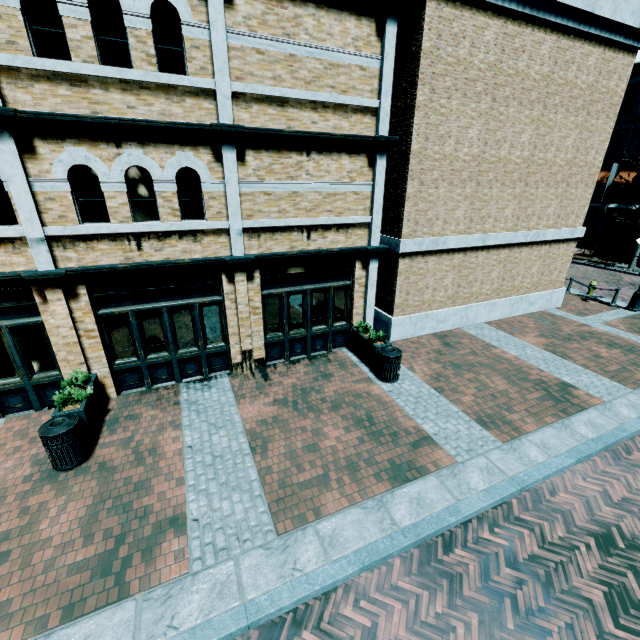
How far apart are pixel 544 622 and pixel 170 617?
4.82m

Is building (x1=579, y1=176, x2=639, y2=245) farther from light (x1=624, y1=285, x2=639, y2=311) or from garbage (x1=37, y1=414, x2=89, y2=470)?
light (x1=624, y1=285, x2=639, y2=311)

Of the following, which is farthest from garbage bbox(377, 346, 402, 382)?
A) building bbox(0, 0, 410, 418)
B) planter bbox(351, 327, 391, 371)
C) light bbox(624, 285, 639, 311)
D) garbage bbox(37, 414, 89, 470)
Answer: light bbox(624, 285, 639, 311)

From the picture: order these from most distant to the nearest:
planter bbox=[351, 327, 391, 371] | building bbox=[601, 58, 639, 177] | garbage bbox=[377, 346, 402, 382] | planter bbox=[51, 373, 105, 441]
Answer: building bbox=[601, 58, 639, 177]
planter bbox=[351, 327, 391, 371]
garbage bbox=[377, 346, 402, 382]
planter bbox=[51, 373, 105, 441]

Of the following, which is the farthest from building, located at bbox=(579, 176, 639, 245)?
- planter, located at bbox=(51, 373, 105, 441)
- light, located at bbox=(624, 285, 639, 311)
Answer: light, located at bbox=(624, 285, 639, 311)

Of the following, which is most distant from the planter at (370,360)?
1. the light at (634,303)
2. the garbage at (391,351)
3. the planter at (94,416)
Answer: the light at (634,303)

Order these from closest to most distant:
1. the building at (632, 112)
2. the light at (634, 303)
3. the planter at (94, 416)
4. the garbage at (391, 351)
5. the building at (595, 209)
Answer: the planter at (94, 416) < the garbage at (391, 351) < the light at (634, 303) < the building at (632, 112) < the building at (595, 209)
